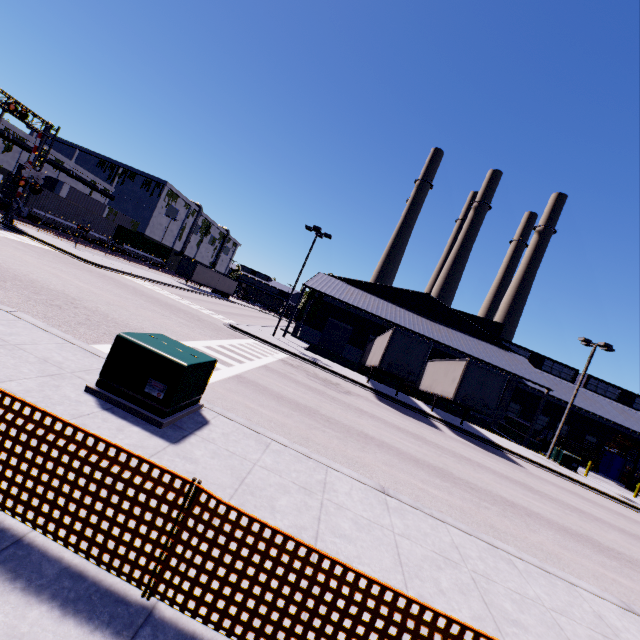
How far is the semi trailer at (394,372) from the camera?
19.7m

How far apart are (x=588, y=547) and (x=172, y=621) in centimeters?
1214cm

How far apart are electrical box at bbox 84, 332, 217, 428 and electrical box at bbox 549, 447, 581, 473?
28.3m

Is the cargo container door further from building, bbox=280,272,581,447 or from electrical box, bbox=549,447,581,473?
electrical box, bbox=549,447,581,473

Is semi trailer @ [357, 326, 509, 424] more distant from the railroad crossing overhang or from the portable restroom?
the portable restroom

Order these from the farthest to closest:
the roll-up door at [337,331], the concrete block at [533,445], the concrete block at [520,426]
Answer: the roll-up door at [337,331] → the concrete block at [520,426] → the concrete block at [533,445]

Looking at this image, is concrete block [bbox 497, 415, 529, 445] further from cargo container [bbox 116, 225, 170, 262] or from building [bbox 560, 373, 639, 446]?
cargo container [bbox 116, 225, 170, 262]

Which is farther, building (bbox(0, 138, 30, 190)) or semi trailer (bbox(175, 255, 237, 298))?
semi trailer (bbox(175, 255, 237, 298))
